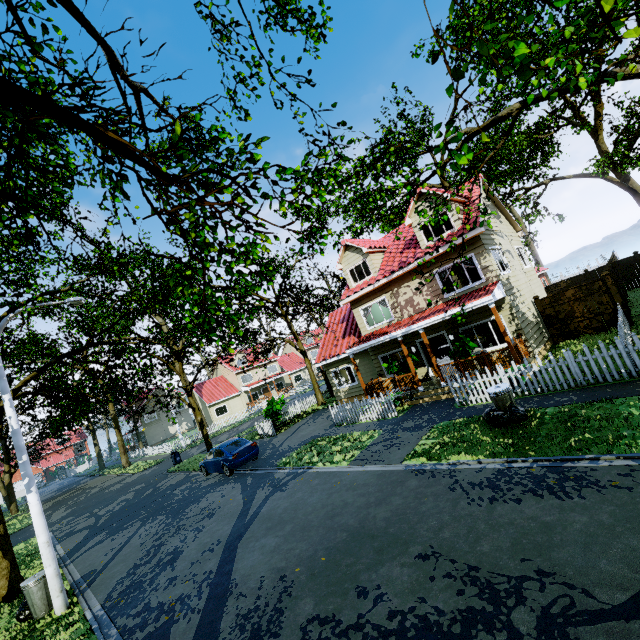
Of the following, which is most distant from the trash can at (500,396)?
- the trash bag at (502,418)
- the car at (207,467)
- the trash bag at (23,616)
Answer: the trash bag at (23,616)

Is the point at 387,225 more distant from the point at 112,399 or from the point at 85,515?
the point at 85,515

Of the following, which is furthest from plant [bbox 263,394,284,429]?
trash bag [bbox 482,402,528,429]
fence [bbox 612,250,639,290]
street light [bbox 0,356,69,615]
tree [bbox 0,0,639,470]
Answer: trash bag [bbox 482,402,528,429]

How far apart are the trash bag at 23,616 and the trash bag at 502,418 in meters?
13.0

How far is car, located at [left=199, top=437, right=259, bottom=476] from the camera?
15.5 meters

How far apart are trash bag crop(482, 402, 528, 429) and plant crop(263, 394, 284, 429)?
14.3m

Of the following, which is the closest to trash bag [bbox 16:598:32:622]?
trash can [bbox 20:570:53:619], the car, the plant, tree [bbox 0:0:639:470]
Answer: trash can [bbox 20:570:53:619]

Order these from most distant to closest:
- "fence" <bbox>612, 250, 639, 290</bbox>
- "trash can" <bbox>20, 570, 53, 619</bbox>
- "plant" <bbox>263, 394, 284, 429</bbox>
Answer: "fence" <bbox>612, 250, 639, 290</bbox>
"plant" <bbox>263, 394, 284, 429</bbox>
"trash can" <bbox>20, 570, 53, 619</bbox>
